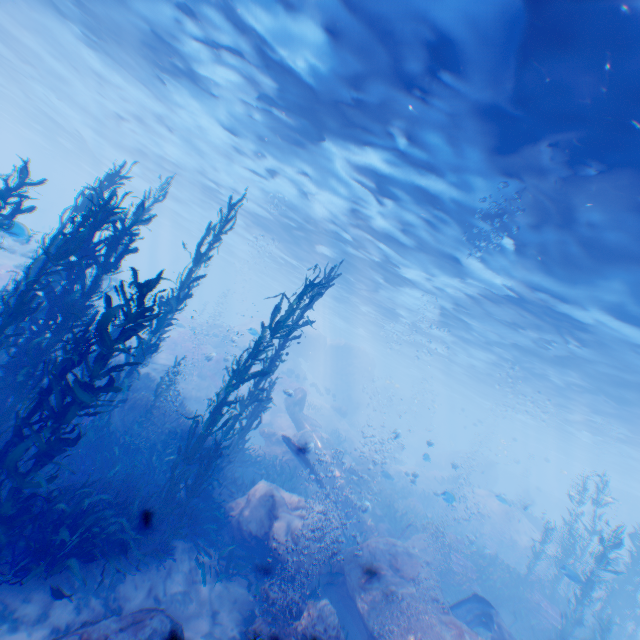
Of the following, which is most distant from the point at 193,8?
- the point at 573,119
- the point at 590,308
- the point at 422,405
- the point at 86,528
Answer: the point at 422,405

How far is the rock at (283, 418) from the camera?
16.2 meters

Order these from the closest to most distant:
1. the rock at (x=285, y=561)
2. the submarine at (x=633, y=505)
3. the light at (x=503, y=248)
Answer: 1. the light at (x=503, y=248)
2. the rock at (x=285, y=561)
3. the submarine at (x=633, y=505)

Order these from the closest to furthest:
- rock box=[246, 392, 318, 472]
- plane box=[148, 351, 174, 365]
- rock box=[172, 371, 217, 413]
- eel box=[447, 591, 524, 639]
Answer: eel box=[447, 591, 524, 639] < rock box=[246, 392, 318, 472] < plane box=[148, 351, 174, 365] < rock box=[172, 371, 217, 413]

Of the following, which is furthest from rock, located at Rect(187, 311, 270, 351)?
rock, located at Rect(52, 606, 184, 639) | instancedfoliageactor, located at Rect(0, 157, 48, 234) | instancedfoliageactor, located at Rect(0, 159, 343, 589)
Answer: instancedfoliageactor, located at Rect(0, 157, 48, 234)

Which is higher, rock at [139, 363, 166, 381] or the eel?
the eel

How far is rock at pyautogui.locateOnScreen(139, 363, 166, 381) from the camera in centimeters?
1744cm

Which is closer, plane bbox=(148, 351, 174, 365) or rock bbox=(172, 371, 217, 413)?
plane bbox=(148, 351, 174, 365)
